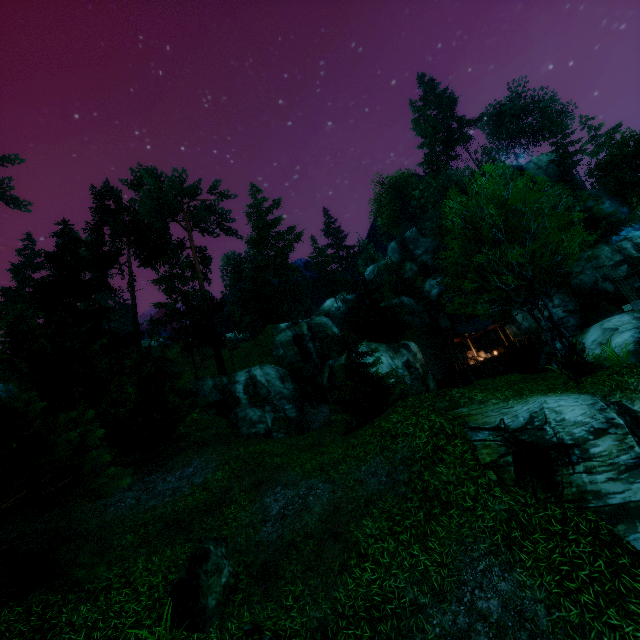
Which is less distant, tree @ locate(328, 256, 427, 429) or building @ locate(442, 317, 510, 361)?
tree @ locate(328, 256, 427, 429)

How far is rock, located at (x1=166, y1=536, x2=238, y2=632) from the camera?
7.5 meters

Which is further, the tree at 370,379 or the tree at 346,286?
the tree at 346,286

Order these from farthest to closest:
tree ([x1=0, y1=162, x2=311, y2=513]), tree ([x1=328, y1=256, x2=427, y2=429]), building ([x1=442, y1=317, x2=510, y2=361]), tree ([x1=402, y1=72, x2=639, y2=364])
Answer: building ([x1=442, y1=317, x2=510, y2=361]) < tree ([x1=328, y1=256, x2=427, y2=429]) < tree ([x1=402, y1=72, x2=639, y2=364]) < tree ([x1=0, y1=162, x2=311, y2=513])

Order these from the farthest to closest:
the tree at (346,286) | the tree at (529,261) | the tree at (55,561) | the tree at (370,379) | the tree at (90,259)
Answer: the tree at (346,286), the tree at (370,379), the tree at (529,261), the tree at (90,259), the tree at (55,561)

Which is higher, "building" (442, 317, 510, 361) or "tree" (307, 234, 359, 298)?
"tree" (307, 234, 359, 298)

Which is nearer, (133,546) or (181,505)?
(133,546)

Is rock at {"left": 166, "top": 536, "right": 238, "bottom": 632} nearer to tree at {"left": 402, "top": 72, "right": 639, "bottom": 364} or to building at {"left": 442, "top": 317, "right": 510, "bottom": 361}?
tree at {"left": 402, "top": 72, "right": 639, "bottom": 364}
